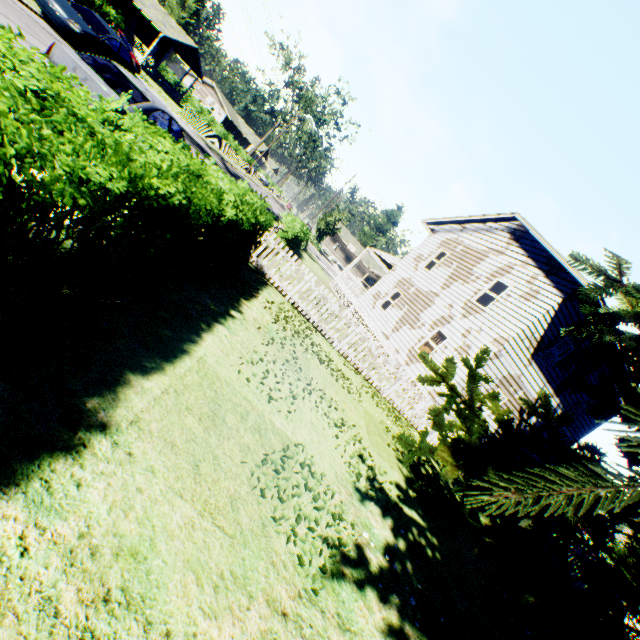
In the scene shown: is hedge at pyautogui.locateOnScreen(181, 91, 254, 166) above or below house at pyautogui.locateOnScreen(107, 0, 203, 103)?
below

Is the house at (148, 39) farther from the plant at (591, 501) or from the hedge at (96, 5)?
the plant at (591, 501)

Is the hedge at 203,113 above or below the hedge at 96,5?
below

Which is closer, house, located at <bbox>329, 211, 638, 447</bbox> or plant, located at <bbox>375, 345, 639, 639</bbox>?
plant, located at <bbox>375, 345, 639, 639</bbox>

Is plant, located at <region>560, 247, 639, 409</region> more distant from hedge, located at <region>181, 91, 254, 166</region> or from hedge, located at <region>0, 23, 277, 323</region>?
hedge, located at <region>181, 91, 254, 166</region>

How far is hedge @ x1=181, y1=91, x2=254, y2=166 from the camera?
51.7m

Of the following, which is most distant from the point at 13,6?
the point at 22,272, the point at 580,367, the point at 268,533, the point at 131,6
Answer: the point at 131,6

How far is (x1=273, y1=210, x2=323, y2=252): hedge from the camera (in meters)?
16.72
